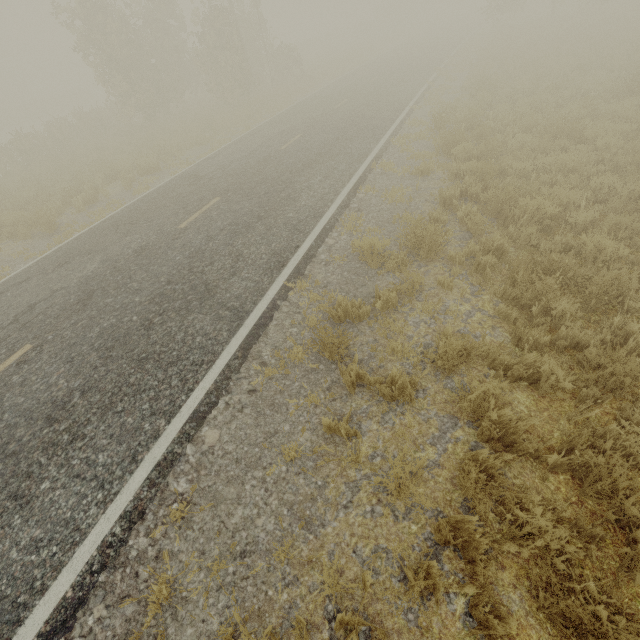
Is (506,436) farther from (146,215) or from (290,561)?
(146,215)
